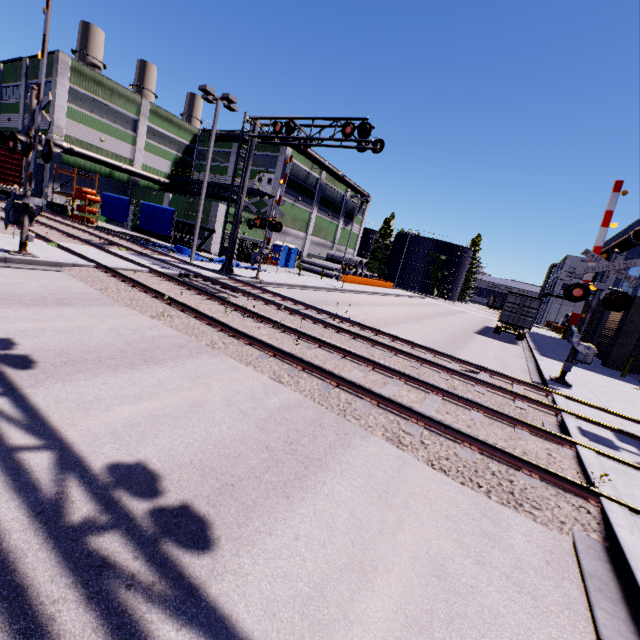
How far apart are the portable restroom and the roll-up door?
26.74m

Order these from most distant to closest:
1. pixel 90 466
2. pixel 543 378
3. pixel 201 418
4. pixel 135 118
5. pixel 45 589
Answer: pixel 135 118 → pixel 543 378 → pixel 201 418 → pixel 90 466 → pixel 45 589

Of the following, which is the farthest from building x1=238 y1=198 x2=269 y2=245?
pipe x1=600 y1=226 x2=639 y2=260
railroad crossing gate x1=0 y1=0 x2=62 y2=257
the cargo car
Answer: railroad crossing gate x1=0 y1=0 x2=62 y2=257

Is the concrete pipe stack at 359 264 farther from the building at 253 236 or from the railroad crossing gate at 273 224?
the railroad crossing gate at 273 224

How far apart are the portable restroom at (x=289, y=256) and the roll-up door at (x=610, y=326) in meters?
26.7 m

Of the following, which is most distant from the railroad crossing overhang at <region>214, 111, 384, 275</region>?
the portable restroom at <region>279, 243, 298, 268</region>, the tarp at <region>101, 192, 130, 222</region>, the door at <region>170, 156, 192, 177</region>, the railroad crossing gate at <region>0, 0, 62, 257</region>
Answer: the door at <region>170, 156, 192, 177</region>

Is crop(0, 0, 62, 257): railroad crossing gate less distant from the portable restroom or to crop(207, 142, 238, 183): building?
crop(207, 142, 238, 183): building

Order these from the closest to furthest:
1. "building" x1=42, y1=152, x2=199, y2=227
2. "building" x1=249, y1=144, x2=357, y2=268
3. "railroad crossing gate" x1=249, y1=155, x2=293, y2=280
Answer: "railroad crossing gate" x1=249, y1=155, x2=293, y2=280 → "building" x1=42, y1=152, x2=199, y2=227 → "building" x1=249, y1=144, x2=357, y2=268
